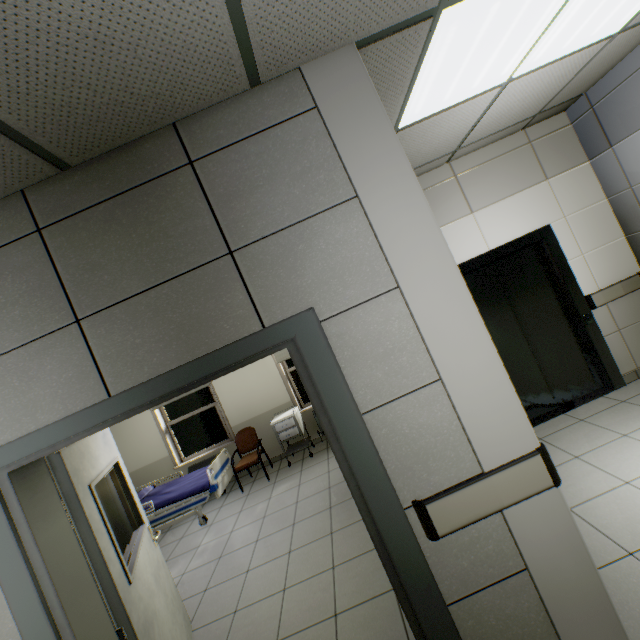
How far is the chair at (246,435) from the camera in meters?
5.7

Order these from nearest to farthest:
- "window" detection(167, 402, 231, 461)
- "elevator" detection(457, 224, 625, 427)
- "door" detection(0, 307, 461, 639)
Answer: "door" detection(0, 307, 461, 639), "elevator" detection(457, 224, 625, 427), "window" detection(167, 402, 231, 461)

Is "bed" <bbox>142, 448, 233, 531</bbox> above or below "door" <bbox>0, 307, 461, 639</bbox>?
below

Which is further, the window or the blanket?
the window

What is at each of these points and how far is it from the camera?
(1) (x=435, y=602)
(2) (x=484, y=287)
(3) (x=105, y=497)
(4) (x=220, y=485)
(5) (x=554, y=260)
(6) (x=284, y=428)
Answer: (1) door, 1.5m
(2) elevator door, 4.0m
(3) medical screen, 4.1m
(4) bed, 5.2m
(5) elevator, 3.8m
(6) cabinet, 5.9m

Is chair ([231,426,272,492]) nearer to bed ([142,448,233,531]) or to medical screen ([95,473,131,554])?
bed ([142,448,233,531])

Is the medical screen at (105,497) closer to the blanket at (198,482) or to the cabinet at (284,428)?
the blanket at (198,482)

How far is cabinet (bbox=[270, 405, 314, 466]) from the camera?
5.9 meters
